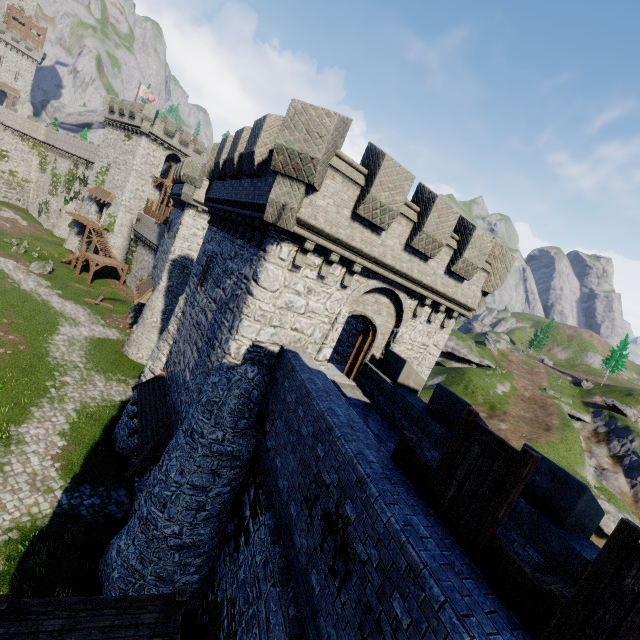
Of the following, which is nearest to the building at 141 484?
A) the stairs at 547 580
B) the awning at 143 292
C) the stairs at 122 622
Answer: the awning at 143 292

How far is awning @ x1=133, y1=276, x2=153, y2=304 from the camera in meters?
28.1 m

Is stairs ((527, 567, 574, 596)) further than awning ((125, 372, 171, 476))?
No

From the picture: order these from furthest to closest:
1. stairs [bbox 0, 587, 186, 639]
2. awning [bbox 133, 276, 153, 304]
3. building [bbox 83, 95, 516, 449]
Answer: awning [bbox 133, 276, 153, 304]
building [bbox 83, 95, 516, 449]
stairs [bbox 0, 587, 186, 639]

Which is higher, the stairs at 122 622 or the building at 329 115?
the building at 329 115

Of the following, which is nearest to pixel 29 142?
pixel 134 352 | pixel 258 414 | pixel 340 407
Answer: pixel 134 352

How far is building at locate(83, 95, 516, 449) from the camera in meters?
9.2 m
